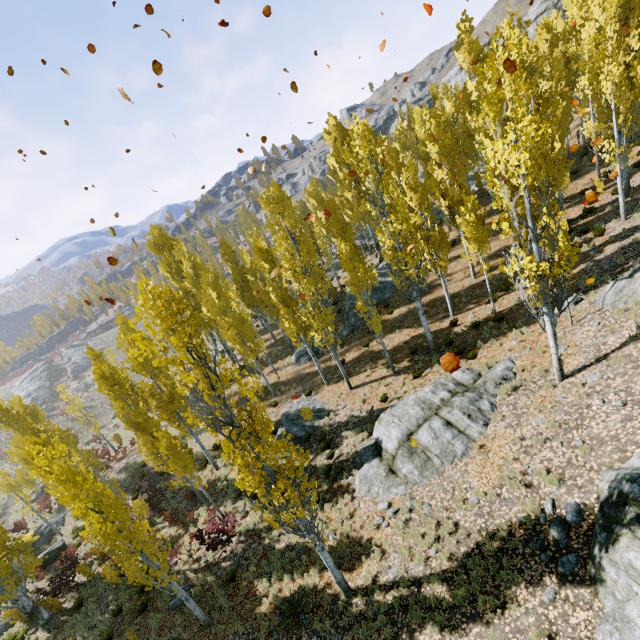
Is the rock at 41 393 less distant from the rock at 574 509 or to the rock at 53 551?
the rock at 53 551

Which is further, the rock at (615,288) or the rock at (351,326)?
the rock at (351,326)

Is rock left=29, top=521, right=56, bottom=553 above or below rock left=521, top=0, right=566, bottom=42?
below

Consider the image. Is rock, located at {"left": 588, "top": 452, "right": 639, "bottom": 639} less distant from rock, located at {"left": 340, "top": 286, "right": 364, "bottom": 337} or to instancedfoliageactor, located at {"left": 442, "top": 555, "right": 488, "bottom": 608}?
instancedfoliageactor, located at {"left": 442, "top": 555, "right": 488, "bottom": 608}

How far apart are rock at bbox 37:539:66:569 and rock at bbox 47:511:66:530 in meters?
2.1 m

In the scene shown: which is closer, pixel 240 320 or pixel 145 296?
pixel 145 296

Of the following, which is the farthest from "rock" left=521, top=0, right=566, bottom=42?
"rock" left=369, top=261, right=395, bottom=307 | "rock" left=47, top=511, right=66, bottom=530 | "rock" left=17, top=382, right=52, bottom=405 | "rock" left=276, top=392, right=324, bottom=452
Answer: "rock" left=17, top=382, right=52, bottom=405

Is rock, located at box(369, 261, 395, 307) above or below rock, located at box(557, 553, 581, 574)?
below
